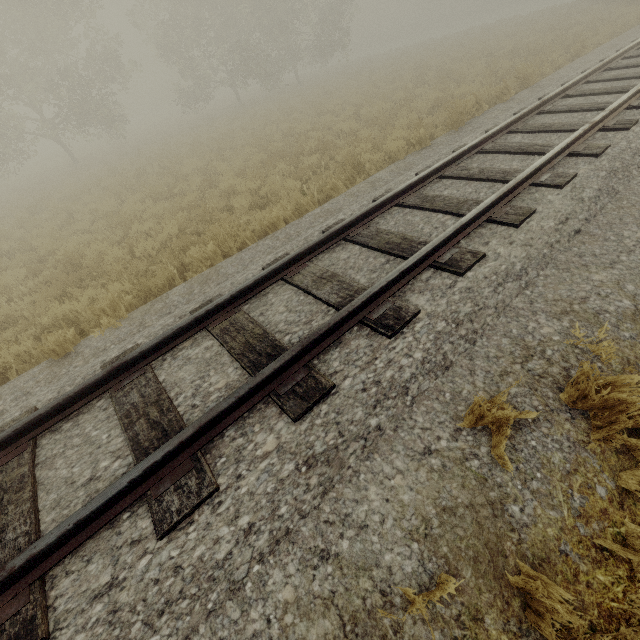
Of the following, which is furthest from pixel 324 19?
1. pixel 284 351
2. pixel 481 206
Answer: pixel 284 351
